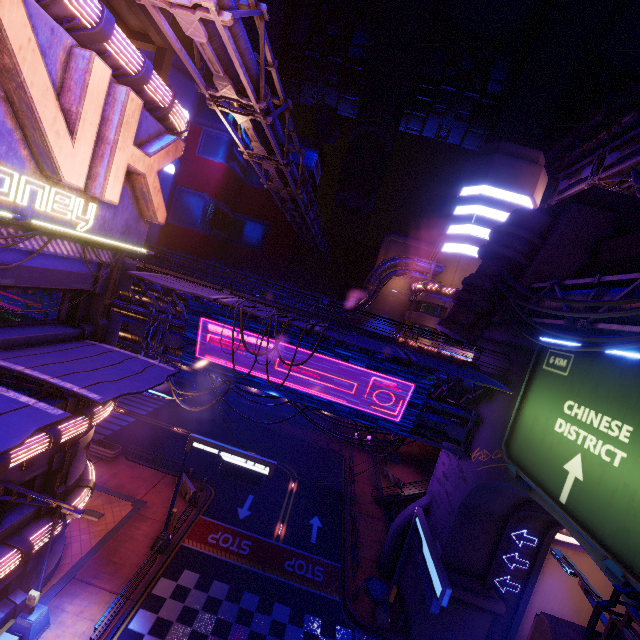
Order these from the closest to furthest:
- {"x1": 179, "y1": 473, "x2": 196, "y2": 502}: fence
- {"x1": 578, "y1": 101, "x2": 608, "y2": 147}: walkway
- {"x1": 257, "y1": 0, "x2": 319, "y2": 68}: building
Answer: {"x1": 179, "y1": 473, "x2": 196, "y2": 502}: fence
{"x1": 578, "y1": 101, "x2": 608, "y2": 147}: walkway
{"x1": 257, "y1": 0, "x2": 319, "y2": 68}: building

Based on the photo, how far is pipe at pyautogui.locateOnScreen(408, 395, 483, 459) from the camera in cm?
1838

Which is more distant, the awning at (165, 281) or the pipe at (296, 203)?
the awning at (165, 281)

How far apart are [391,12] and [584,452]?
69.1 meters

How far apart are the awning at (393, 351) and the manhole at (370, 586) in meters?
15.1 m

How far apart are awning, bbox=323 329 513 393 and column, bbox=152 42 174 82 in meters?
16.5 m

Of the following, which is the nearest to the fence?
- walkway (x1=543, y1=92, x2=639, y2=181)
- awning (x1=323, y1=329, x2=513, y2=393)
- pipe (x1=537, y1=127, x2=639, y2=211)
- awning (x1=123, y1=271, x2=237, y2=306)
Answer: awning (x1=123, y1=271, x2=237, y2=306)

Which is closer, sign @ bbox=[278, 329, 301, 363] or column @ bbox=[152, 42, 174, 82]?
column @ bbox=[152, 42, 174, 82]
